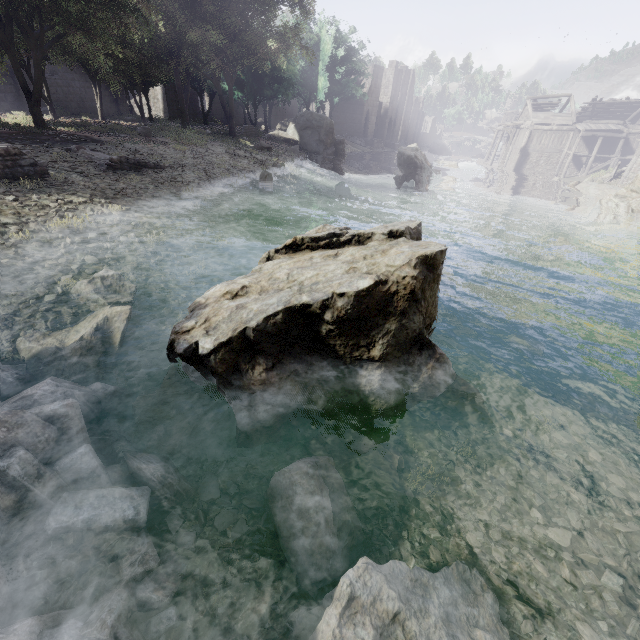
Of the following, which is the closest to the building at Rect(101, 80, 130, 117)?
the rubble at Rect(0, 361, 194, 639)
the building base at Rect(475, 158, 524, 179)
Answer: the building base at Rect(475, 158, 524, 179)

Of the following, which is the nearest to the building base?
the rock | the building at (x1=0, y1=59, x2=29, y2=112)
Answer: the building at (x1=0, y1=59, x2=29, y2=112)

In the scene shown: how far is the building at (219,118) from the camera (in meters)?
41.84

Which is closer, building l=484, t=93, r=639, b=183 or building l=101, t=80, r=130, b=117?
building l=101, t=80, r=130, b=117

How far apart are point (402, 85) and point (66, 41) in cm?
5846

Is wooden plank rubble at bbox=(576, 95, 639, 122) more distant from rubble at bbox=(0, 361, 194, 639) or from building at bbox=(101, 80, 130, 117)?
rubble at bbox=(0, 361, 194, 639)

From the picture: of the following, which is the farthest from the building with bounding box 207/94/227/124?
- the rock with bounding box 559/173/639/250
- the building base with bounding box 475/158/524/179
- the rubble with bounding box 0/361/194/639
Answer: the rubble with bounding box 0/361/194/639

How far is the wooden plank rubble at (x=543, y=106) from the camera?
42.98m
